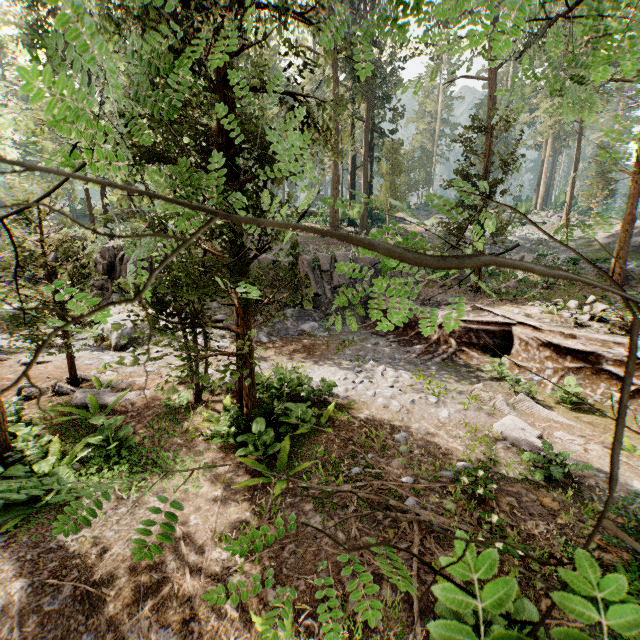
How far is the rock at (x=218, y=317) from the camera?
16.2 meters

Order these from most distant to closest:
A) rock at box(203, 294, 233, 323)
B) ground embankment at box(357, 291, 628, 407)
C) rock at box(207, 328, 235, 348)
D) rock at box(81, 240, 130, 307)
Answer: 1. rock at box(81, 240, 130, 307)
2. rock at box(203, 294, 233, 323)
3. rock at box(207, 328, 235, 348)
4. ground embankment at box(357, 291, 628, 407)

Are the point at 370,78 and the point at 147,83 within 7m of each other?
no

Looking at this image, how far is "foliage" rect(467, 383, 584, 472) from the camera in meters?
6.8 m

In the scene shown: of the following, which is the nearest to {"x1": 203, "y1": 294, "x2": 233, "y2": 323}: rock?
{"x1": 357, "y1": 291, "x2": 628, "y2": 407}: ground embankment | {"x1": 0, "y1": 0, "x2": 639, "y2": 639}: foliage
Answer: {"x1": 357, "y1": 291, "x2": 628, "y2": 407}: ground embankment

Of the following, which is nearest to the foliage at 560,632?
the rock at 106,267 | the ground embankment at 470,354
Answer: the ground embankment at 470,354

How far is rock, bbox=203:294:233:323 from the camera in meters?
16.2 m
